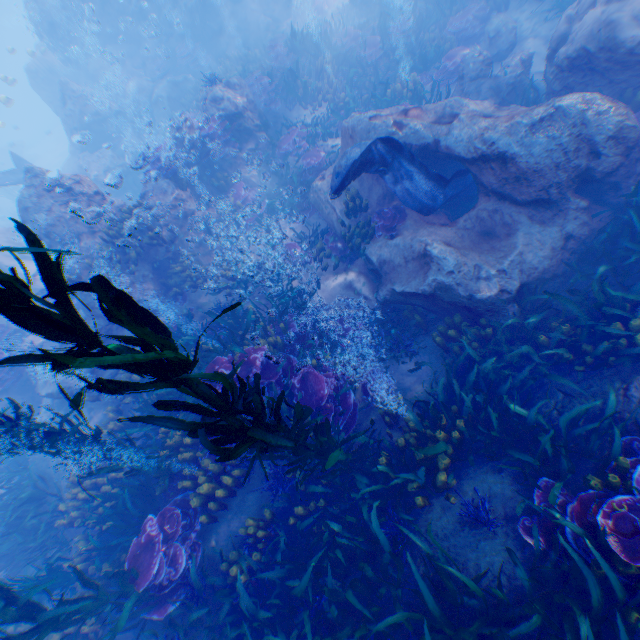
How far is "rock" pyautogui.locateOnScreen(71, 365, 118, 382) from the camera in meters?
8.8 m

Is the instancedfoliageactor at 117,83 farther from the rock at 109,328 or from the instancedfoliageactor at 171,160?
the instancedfoliageactor at 171,160

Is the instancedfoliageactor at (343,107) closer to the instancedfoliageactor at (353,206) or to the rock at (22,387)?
the rock at (22,387)

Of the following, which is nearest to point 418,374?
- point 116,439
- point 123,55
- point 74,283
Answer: point 116,439

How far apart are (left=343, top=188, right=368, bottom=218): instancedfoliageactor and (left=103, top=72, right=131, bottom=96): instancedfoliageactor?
19.51m

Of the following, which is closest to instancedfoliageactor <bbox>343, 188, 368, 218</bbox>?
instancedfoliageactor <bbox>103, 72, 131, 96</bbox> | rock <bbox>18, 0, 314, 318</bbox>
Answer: rock <bbox>18, 0, 314, 318</bbox>

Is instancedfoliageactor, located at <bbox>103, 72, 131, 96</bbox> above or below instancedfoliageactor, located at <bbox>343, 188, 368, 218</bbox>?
above

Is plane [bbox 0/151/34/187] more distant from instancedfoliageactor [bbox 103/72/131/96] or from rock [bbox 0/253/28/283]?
instancedfoliageactor [bbox 103/72/131/96]
